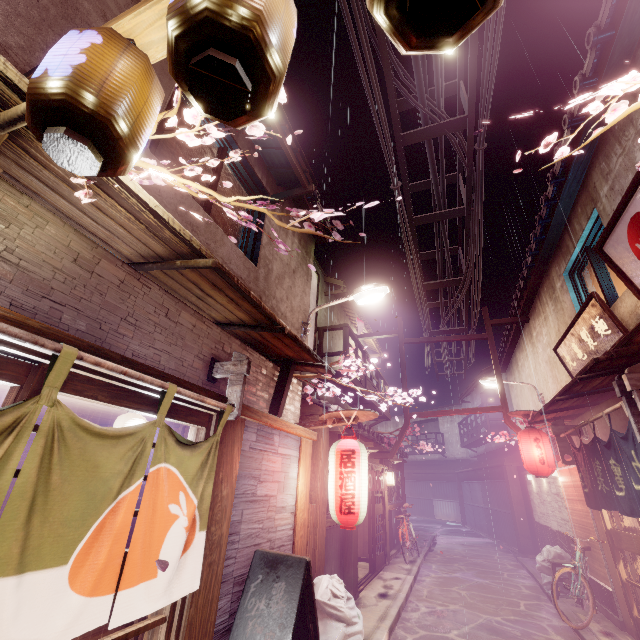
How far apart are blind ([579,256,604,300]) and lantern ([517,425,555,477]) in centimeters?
640cm

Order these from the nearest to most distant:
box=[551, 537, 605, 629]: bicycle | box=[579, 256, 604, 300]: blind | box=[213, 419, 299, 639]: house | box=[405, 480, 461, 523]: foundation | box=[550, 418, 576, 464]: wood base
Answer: box=[213, 419, 299, 639]: house
box=[551, 537, 605, 629]: bicycle
box=[579, 256, 604, 300]: blind
box=[550, 418, 576, 464]: wood base
box=[405, 480, 461, 523]: foundation

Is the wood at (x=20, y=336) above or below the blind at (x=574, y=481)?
above

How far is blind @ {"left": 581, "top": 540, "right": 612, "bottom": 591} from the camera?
11.8m

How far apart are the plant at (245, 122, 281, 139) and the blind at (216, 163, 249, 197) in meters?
3.6 m

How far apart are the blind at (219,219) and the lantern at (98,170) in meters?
3.4

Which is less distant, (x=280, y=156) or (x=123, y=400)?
(x=123, y=400)

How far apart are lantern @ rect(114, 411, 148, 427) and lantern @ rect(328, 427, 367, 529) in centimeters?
463cm
